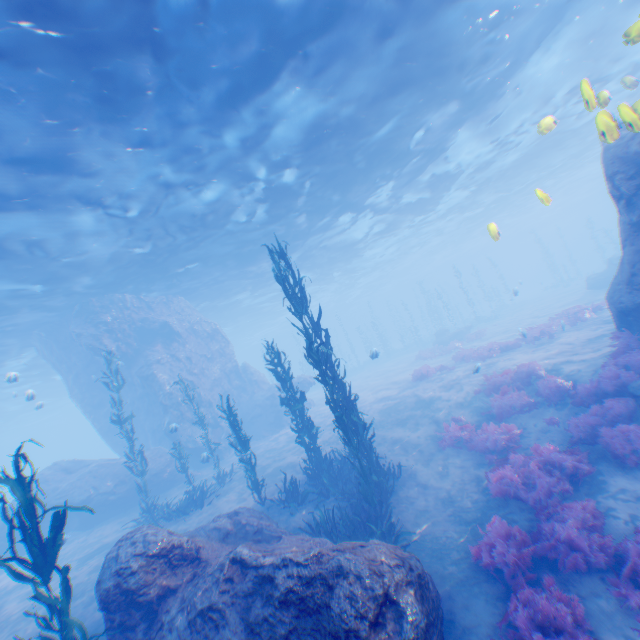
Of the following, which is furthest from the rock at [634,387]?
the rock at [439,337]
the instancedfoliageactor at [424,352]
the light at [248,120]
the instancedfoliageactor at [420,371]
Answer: the rock at [439,337]

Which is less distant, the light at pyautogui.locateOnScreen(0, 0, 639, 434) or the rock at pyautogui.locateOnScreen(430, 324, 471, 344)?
the light at pyautogui.locateOnScreen(0, 0, 639, 434)

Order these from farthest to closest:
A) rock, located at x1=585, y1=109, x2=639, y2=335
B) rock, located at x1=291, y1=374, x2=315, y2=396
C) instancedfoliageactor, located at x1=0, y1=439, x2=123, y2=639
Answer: rock, located at x1=291, y1=374, x2=315, y2=396
rock, located at x1=585, y1=109, x2=639, y2=335
instancedfoliageactor, located at x1=0, y1=439, x2=123, y2=639

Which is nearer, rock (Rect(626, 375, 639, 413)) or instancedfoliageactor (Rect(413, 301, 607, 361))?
rock (Rect(626, 375, 639, 413))

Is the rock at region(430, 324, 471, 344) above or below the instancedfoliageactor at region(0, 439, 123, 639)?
below

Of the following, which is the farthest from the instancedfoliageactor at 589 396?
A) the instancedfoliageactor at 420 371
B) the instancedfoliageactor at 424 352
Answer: the instancedfoliageactor at 420 371

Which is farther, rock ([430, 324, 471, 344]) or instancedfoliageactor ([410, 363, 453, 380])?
rock ([430, 324, 471, 344])

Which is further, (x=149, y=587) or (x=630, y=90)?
(x=630, y=90)
